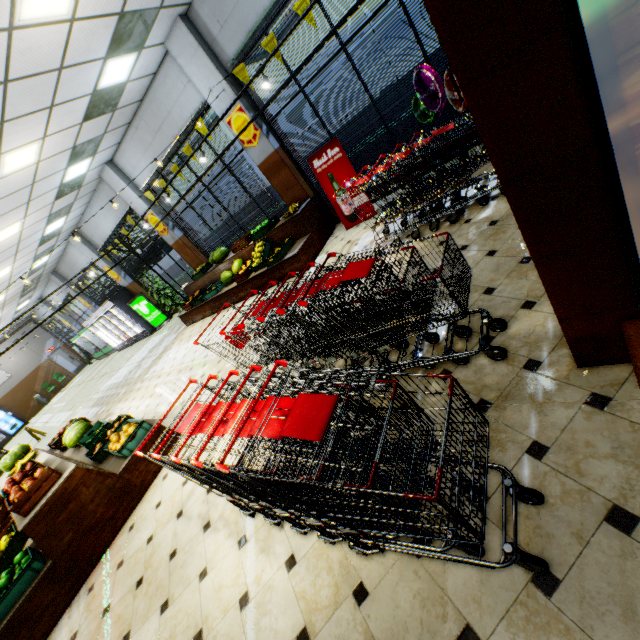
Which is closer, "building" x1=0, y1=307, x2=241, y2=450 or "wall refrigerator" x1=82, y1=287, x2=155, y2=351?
"building" x1=0, y1=307, x2=241, y2=450

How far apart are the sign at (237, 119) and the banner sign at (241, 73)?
0.4 meters

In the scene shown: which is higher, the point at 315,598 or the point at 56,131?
the point at 56,131

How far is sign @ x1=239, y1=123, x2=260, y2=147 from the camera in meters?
7.0

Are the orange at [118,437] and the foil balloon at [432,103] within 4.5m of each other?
no

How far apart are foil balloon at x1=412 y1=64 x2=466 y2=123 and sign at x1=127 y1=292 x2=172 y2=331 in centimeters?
1276cm

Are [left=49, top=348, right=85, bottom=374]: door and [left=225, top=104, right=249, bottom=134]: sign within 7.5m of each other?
no

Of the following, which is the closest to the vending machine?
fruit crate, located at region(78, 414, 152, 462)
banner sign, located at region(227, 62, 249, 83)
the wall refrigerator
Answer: the wall refrigerator
